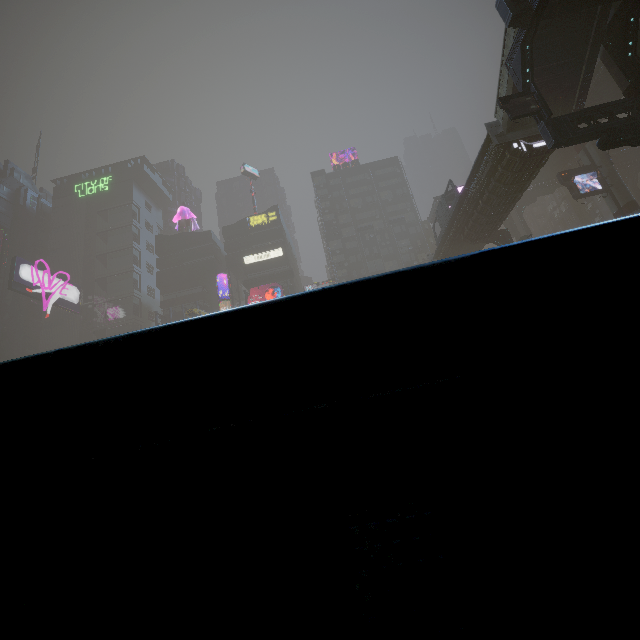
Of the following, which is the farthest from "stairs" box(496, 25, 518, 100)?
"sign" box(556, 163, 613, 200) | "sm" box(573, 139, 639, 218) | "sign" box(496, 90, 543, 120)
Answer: "sign" box(556, 163, 613, 200)

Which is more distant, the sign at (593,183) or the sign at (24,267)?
the sign at (24,267)

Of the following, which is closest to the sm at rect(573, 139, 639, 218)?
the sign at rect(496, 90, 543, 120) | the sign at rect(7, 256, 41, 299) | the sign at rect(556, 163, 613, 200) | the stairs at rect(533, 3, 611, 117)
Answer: the sign at rect(556, 163, 613, 200)

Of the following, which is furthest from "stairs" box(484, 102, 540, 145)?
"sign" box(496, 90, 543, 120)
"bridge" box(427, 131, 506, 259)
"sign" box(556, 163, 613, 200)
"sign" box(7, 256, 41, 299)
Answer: "sign" box(7, 256, 41, 299)

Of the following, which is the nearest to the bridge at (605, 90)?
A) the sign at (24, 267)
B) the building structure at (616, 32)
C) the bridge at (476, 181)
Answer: the building structure at (616, 32)

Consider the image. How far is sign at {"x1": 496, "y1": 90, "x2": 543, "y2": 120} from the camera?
16.6 meters

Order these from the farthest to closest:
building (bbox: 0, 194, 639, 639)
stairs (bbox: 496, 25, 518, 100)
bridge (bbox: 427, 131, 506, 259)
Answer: bridge (bbox: 427, 131, 506, 259)
stairs (bbox: 496, 25, 518, 100)
building (bbox: 0, 194, 639, 639)

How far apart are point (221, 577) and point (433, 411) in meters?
0.6 m
